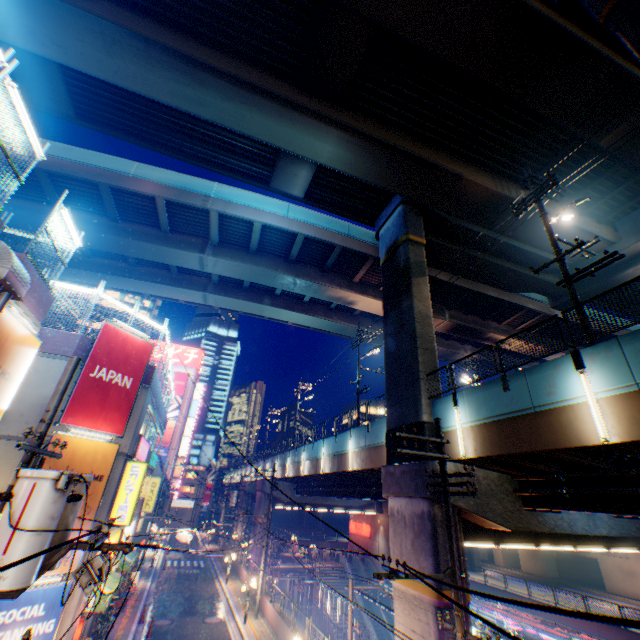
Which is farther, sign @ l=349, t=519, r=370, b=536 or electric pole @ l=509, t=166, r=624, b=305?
sign @ l=349, t=519, r=370, b=536

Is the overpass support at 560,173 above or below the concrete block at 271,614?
above

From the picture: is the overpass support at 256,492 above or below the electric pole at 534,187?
below

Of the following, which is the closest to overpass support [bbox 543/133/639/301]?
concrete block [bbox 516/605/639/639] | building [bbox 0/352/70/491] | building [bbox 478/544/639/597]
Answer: concrete block [bbox 516/605/639/639]

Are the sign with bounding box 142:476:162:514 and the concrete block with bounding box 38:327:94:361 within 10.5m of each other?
no

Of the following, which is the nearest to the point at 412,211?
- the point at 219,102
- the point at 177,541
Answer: the point at 219,102

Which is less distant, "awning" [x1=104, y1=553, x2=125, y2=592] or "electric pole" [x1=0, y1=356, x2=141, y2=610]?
"electric pole" [x1=0, y1=356, x2=141, y2=610]

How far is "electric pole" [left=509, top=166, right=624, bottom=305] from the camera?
10.1m
